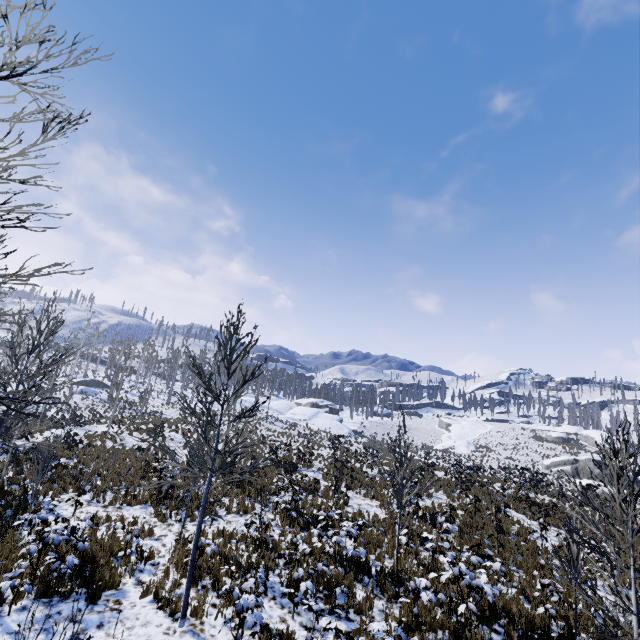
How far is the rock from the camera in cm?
3962

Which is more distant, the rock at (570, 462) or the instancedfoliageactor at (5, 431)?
the rock at (570, 462)

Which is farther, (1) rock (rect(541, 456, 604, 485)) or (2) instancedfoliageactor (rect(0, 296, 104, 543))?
(1) rock (rect(541, 456, 604, 485))

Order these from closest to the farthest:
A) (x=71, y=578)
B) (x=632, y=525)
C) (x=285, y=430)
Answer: (x=632, y=525), (x=71, y=578), (x=285, y=430)

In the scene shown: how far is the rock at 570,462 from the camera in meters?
39.6
